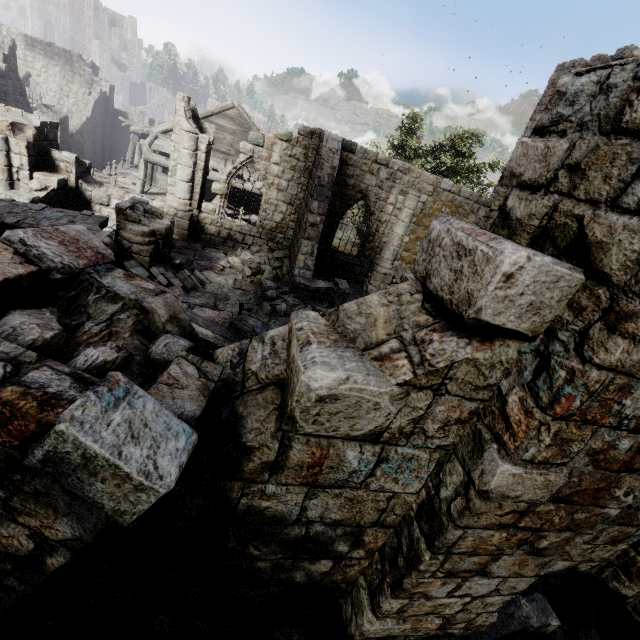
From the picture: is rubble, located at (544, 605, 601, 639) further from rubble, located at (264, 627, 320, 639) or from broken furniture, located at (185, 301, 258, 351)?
broken furniture, located at (185, 301, 258, 351)

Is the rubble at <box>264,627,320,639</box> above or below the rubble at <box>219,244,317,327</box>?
above

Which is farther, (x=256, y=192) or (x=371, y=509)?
(x=256, y=192)

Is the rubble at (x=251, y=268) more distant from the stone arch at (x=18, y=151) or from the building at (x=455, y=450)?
the stone arch at (x=18, y=151)

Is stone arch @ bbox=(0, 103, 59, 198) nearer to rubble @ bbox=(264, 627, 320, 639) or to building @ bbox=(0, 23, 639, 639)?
building @ bbox=(0, 23, 639, 639)

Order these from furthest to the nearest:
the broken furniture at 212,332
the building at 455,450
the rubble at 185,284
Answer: the rubble at 185,284
the broken furniture at 212,332
the building at 455,450

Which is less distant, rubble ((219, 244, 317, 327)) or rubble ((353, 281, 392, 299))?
rubble ((219, 244, 317, 327))

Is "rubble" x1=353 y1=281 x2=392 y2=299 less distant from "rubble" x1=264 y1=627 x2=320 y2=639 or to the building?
the building
